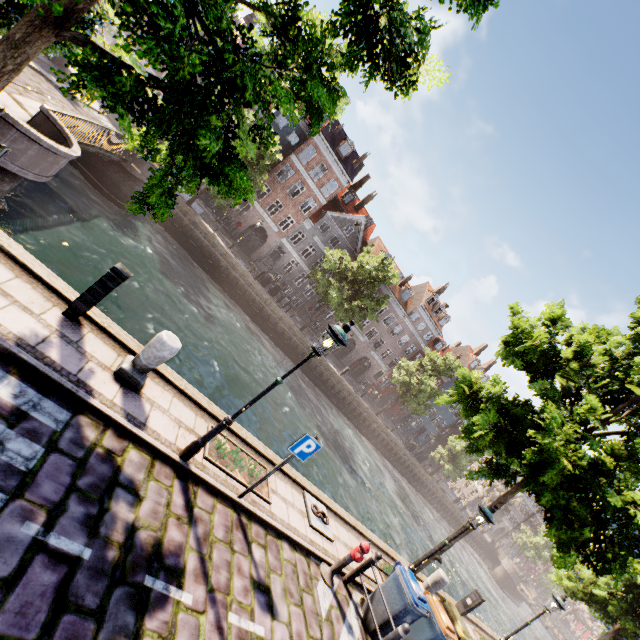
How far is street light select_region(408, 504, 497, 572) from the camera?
8.30m

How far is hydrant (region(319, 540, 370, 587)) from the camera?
7.04m

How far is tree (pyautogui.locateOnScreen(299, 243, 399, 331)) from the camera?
27.6 meters

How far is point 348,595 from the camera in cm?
746

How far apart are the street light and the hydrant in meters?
2.3 m

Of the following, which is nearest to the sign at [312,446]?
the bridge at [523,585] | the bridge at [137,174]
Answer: the bridge at [137,174]

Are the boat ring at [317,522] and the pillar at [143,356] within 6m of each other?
yes

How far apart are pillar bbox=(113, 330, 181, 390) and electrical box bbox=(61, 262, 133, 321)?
1.0m
